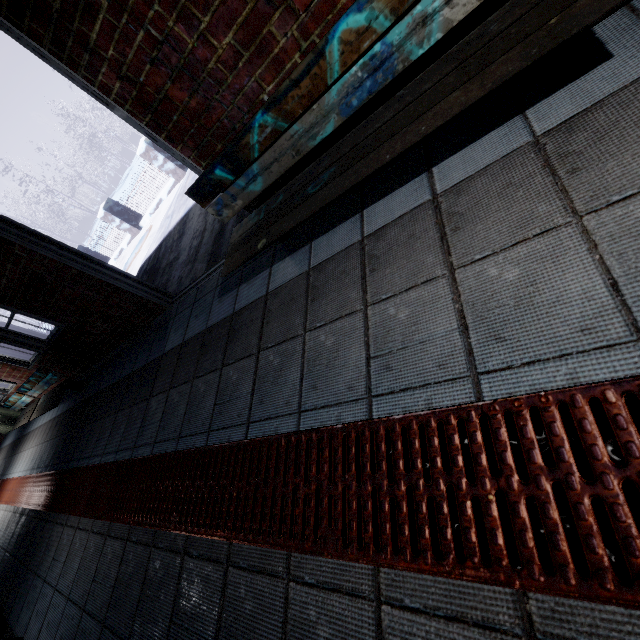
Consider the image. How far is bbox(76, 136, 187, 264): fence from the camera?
6.49m

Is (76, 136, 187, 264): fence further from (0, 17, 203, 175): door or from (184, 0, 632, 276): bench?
(184, 0, 632, 276): bench

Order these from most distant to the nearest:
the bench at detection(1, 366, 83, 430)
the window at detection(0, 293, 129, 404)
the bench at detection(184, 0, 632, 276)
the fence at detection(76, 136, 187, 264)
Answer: the fence at detection(76, 136, 187, 264) < the bench at detection(1, 366, 83, 430) < the window at detection(0, 293, 129, 404) < the bench at detection(184, 0, 632, 276)

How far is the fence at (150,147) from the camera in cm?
649

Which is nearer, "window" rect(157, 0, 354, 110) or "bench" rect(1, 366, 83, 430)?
"window" rect(157, 0, 354, 110)

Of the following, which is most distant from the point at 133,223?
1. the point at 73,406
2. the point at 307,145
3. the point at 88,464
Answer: the point at 307,145

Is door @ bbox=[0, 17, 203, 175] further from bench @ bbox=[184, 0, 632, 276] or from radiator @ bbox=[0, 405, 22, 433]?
radiator @ bbox=[0, 405, 22, 433]

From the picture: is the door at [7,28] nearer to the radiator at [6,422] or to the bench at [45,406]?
the bench at [45,406]
